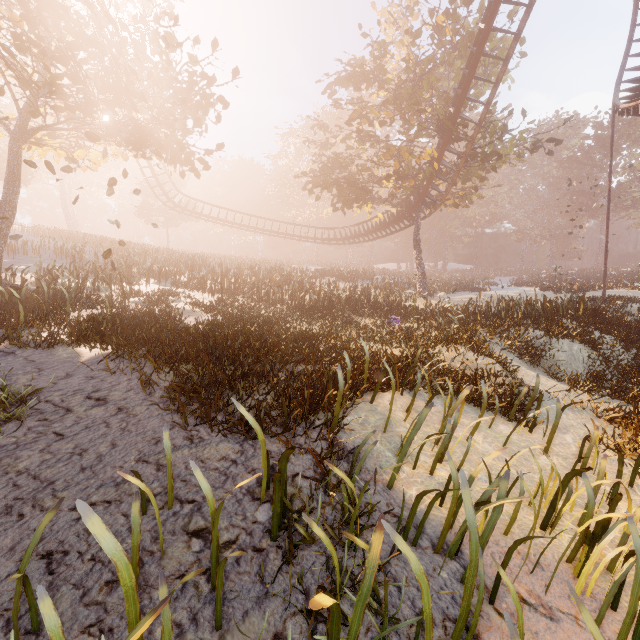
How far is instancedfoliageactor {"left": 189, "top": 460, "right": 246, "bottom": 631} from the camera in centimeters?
189cm

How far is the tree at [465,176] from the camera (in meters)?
18.55

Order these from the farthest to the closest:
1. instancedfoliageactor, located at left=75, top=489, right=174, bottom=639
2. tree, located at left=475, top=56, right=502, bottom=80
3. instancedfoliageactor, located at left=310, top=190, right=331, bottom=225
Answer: instancedfoliageactor, located at left=310, top=190, right=331, bottom=225
tree, located at left=475, top=56, right=502, bottom=80
instancedfoliageactor, located at left=75, top=489, right=174, bottom=639

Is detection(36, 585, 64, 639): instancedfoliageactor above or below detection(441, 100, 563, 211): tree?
below

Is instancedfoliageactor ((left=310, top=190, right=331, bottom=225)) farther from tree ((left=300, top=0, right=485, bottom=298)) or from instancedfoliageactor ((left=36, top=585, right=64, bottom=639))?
instancedfoliageactor ((left=36, top=585, right=64, bottom=639))

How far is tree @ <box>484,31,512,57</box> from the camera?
18.75m

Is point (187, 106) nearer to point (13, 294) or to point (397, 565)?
point (13, 294)

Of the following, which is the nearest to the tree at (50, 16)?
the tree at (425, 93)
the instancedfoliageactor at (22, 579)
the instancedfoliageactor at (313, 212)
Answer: the tree at (425, 93)
